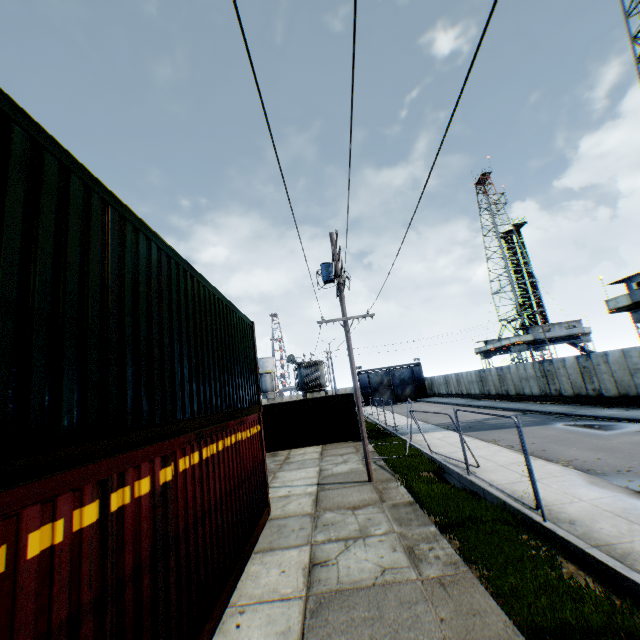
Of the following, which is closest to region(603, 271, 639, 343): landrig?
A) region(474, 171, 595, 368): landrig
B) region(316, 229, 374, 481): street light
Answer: region(316, 229, 374, 481): street light

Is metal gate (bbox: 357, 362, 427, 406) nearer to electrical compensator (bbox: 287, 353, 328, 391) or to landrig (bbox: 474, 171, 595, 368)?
landrig (bbox: 474, 171, 595, 368)

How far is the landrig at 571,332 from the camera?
43.06m

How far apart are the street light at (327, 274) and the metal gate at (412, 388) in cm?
4253

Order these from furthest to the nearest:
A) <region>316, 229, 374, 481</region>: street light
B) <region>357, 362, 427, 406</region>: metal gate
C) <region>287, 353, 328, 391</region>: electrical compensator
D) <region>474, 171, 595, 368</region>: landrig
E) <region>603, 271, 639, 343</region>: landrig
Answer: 1. <region>357, 362, 427, 406</region>: metal gate
2. <region>474, 171, 595, 368</region>: landrig
3. <region>287, 353, 328, 391</region>: electrical compensator
4. <region>603, 271, 639, 343</region>: landrig
5. <region>316, 229, 374, 481</region>: street light

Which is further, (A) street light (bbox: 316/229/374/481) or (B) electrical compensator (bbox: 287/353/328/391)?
(B) electrical compensator (bbox: 287/353/328/391)

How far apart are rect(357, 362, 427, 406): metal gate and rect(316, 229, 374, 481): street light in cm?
4253

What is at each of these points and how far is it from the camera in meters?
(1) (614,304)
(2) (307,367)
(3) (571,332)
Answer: (1) landrig, 23.0 m
(2) electrical compensator, 31.2 m
(3) landrig, 42.8 m
